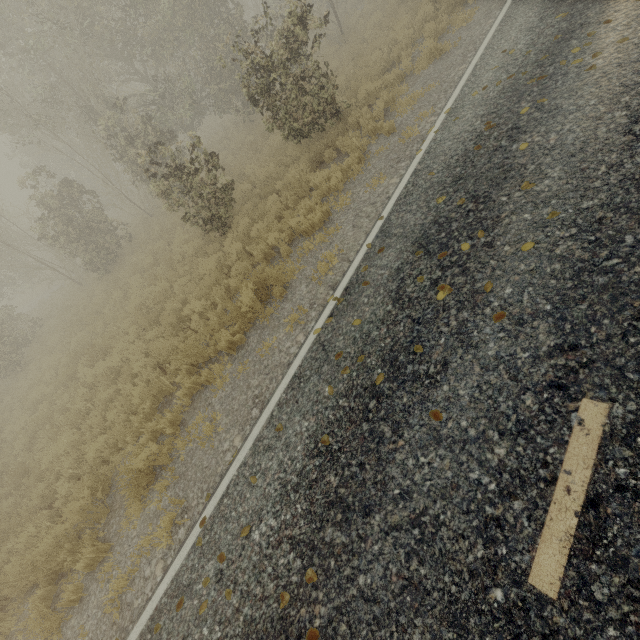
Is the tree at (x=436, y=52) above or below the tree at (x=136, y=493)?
above

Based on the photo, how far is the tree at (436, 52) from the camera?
9.0m

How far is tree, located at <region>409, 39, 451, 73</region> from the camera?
9.0 meters

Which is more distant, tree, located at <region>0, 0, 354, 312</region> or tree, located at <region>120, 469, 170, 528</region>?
tree, located at <region>0, 0, 354, 312</region>

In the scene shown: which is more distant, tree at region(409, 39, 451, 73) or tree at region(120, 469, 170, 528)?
tree at region(409, 39, 451, 73)

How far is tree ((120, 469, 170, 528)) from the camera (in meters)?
5.45

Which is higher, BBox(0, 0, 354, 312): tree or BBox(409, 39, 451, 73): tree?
BBox(0, 0, 354, 312): tree

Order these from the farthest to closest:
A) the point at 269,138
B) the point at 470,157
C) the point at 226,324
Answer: the point at 269,138 < the point at 226,324 < the point at 470,157
